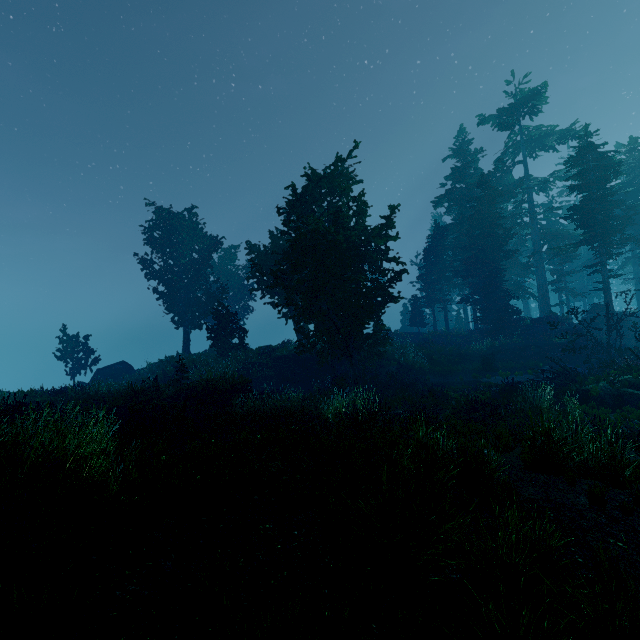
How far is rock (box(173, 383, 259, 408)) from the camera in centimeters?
1484cm

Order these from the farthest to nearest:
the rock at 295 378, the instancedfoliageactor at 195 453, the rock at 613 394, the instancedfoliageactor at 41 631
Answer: the rock at 295 378 → the rock at 613 394 → the instancedfoliageactor at 195 453 → the instancedfoliageactor at 41 631

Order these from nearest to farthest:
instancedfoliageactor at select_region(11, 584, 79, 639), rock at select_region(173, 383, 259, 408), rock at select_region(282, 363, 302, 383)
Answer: instancedfoliageactor at select_region(11, 584, 79, 639)
rock at select_region(173, 383, 259, 408)
rock at select_region(282, 363, 302, 383)

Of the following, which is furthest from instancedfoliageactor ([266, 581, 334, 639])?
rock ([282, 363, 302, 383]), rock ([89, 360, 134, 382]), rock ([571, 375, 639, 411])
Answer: rock ([282, 363, 302, 383])

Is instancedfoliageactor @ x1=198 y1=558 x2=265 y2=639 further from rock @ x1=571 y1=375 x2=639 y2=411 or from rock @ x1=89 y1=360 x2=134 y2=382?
rock @ x1=571 y1=375 x2=639 y2=411

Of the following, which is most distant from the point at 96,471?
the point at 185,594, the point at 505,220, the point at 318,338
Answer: the point at 505,220

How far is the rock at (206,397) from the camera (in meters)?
14.84

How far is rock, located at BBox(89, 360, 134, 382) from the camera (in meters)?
29.31
